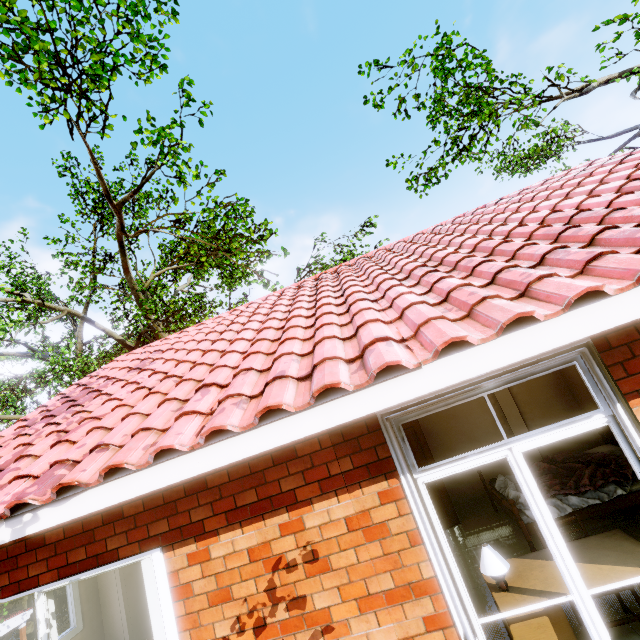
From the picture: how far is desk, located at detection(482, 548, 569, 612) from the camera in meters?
2.7 m

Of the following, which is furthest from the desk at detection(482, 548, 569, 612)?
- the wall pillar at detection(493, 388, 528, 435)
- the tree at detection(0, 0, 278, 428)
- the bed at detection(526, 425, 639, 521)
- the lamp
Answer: the tree at detection(0, 0, 278, 428)

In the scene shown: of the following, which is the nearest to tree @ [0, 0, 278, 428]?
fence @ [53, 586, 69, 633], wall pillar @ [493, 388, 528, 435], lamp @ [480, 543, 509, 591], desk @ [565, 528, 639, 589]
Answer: fence @ [53, 586, 69, 633]

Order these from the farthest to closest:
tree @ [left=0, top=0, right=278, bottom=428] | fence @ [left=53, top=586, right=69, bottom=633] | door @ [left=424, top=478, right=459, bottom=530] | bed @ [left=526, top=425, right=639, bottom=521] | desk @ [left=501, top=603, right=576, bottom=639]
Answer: fence @ [left=53, top=586, right=69, bottom=633]
tree @ [left=0, top=0, right=278, bottom=428]
door @ [left=424, top=478, right=459, bottom=530]
bed @ [left=526, top=425, right=639, bottom=521]
desk @ [left=501, top=603, right=576, bottom=639]

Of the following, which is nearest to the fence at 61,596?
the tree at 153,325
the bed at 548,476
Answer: the tree at 153,325

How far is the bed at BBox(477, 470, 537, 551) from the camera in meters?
4.5

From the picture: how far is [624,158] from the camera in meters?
6.0 m

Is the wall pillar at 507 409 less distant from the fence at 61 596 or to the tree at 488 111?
the tree at 488 111
